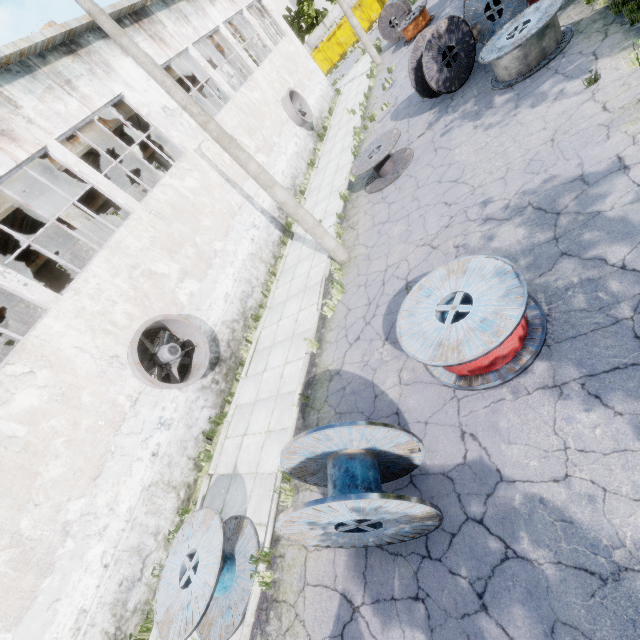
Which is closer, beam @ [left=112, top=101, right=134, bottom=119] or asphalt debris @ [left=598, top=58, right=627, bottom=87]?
asphalt debris @ [left=598, top=58, right=627, bottom=87]

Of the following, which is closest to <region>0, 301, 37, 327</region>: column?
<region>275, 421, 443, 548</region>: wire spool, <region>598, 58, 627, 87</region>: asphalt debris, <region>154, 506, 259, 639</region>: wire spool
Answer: <region>154, 506, 259, 639</region>: wire spool

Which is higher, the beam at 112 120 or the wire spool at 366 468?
the beam at 112 120

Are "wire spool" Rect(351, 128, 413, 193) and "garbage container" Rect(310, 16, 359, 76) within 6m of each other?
no

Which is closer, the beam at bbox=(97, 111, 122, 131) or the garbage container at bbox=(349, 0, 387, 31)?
the beam at bbox=(97, 111, 122, 131)

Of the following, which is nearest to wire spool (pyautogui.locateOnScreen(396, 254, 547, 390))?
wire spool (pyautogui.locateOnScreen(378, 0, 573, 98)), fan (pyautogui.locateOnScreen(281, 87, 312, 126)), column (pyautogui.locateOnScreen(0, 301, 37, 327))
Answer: wire spool (pyautogui.locateOnScreen(378, 0, 573, 98))

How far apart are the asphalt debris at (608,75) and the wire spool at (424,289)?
4.8m

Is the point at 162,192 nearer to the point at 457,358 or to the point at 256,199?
the point at 256,199
